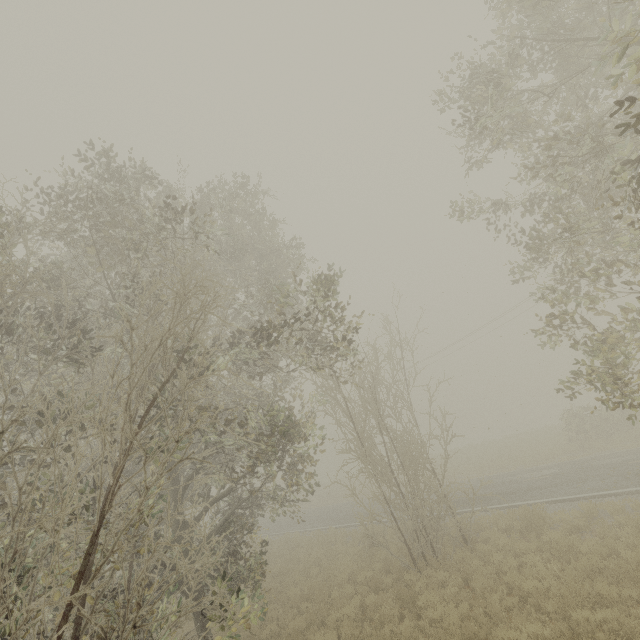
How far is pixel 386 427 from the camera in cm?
1381
